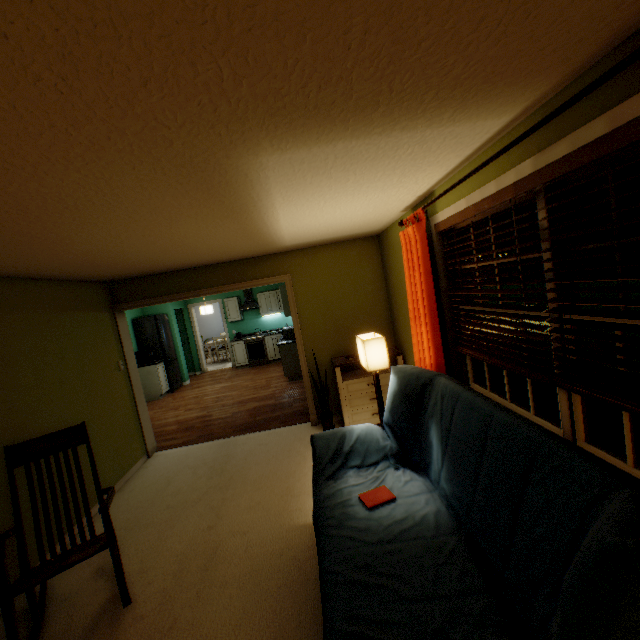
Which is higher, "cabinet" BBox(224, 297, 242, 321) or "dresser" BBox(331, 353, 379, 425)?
"cabinet" BBox(224, 297, 242, 321)

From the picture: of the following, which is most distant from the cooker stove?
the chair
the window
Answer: the window

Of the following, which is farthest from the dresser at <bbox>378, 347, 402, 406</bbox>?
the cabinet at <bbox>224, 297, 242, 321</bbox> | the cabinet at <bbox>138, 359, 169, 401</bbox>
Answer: the cabinet at <bbox>224, 297, 242, 321</bbox>

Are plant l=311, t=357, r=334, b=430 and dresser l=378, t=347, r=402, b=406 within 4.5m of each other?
yes

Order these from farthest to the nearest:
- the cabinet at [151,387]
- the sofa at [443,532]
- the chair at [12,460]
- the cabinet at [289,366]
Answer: the cabinet at [151,387] < the cabinet at [289,366] < the chair at [12,460] < the sofa at [443,532]

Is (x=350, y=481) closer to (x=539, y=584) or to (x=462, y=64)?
(x=539, y=584)

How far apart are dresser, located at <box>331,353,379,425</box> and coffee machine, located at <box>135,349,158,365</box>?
5.3m

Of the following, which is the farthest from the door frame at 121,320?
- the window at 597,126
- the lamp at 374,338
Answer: the window at 597,126
